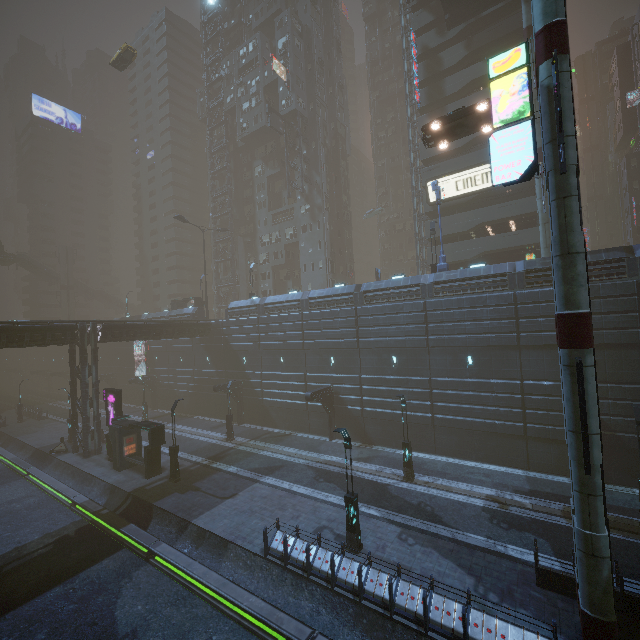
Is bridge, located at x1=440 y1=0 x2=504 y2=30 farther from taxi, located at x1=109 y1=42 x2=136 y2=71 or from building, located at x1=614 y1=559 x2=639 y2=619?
taxi, located at x1=109 y1=42 x2=136 y2=71

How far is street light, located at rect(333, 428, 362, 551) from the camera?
14.4 meters

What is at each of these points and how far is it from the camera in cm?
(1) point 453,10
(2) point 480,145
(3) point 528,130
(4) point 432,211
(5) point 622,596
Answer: (1) bridge, 3181
(2) building, 3409
(3) sign, 1091
(4) building, 3603
(5) building, 1075

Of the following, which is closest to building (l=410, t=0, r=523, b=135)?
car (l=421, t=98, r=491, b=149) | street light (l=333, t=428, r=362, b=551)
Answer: street light (l=333, t=428, r=362, b=551)

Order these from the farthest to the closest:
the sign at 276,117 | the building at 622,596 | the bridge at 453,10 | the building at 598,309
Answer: the sign at 276,117
the bridge at 453,10
the building at 598,309
the building at 622,596

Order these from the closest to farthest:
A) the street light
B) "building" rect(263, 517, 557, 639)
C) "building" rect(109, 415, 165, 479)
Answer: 1. "building" rect(263, 517, 557, 639)
2. the street light
3. "building" rect(109, 415, 165, 479)

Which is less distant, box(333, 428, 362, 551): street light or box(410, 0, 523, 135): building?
box(333, 428, 362, 551): street light

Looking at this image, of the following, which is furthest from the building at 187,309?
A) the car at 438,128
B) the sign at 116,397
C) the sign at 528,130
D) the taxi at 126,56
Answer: the taxi at 126,56
